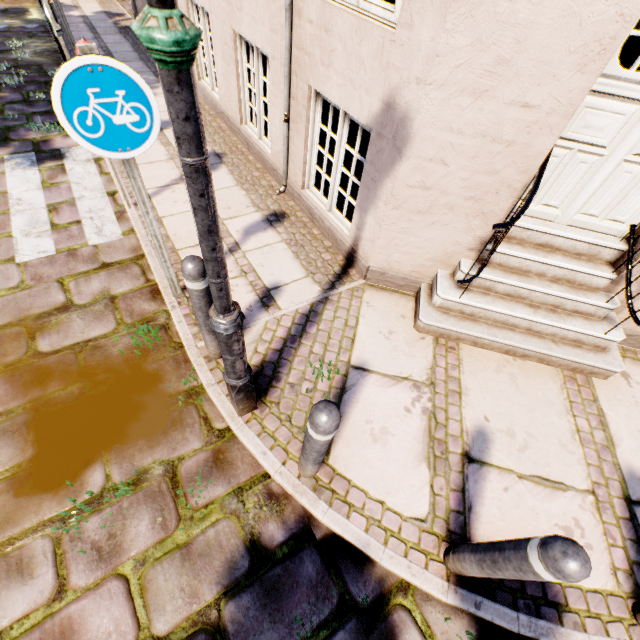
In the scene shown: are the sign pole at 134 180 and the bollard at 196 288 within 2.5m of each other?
yes

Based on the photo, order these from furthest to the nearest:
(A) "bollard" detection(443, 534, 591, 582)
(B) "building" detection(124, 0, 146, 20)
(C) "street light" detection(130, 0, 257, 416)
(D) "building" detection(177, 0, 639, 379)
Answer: (B) "building" detection(124, 0, 146, 20)
(D) "building" detection(177, 0, 639, 379)
(A) "bollard" detection(443, 534, 591, 582)
(C) "street light" detection(130, 0, 257, 416)

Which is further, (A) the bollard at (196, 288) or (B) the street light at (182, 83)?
(A) the bollard at (196, 288)

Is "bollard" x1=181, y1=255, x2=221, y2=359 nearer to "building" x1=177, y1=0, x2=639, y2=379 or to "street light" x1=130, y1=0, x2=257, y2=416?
"street light" x1=130, y1=0, x2=257, y2=416

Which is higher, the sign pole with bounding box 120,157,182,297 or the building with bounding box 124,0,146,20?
the sign pole with bounding box 120,157,182,297

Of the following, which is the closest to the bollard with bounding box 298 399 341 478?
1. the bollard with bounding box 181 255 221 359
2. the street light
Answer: the street light

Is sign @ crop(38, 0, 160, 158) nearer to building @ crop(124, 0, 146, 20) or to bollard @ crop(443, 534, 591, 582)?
building @ crop(124, 0, 146, 20)

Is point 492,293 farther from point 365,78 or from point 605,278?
point 365,78
